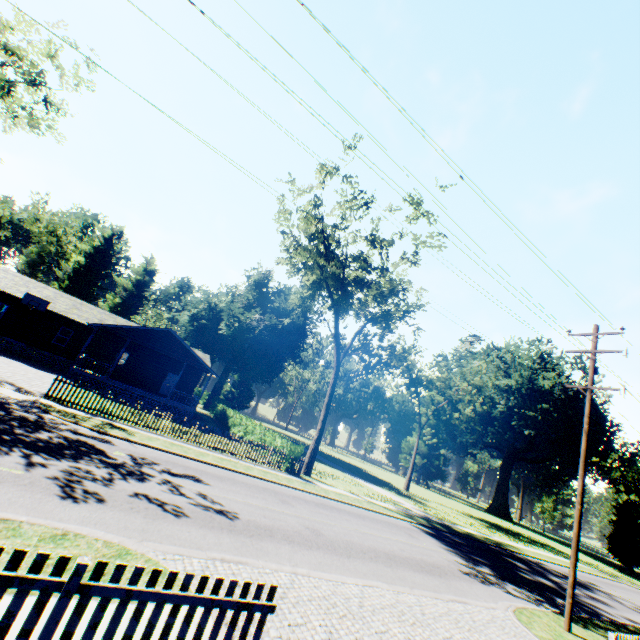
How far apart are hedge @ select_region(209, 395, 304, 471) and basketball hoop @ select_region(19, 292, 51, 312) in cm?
1896

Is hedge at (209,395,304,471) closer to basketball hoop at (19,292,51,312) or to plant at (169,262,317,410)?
basketball hoop at (19,292,51,312)

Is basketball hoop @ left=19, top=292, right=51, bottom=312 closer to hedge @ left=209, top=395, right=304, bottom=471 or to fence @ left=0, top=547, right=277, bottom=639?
Result: hedge @ left=209, top=395, right=304, bottom=471

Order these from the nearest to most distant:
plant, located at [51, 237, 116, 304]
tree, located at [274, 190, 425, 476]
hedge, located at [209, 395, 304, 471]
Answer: hedge, located at [209, 395, 304, 471] → tree, located at [274, 190, 425, 476] → plant, located at [51, 237, 116, 304]

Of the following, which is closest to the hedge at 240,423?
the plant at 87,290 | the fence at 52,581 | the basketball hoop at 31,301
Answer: the fence at 52,581

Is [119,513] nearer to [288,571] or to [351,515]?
[288,571]

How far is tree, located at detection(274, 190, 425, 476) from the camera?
22.6 meters

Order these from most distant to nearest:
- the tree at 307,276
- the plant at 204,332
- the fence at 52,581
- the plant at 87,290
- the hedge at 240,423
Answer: the plant at 87,290 → the plant at 204,332 → the tree at 307,276 → the hedge at 240,423 → the fence at 52,581
